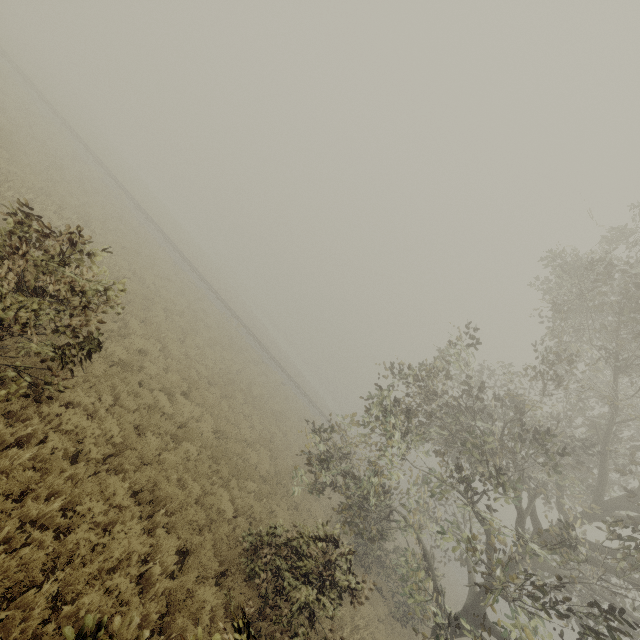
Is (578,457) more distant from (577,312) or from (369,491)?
(369,491)
